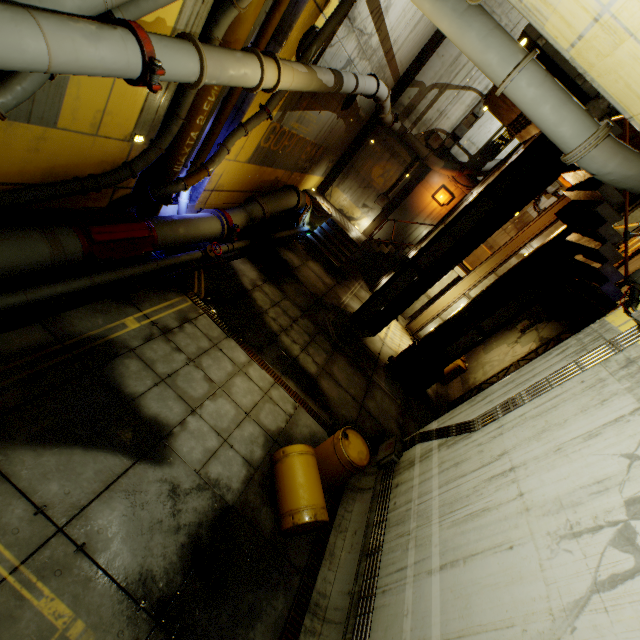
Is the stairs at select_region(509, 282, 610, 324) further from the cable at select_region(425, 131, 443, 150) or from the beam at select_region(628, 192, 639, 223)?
the cable at select_region(425, 131, 443, 150)

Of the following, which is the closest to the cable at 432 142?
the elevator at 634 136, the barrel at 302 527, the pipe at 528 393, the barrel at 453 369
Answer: the elevator at 634 136

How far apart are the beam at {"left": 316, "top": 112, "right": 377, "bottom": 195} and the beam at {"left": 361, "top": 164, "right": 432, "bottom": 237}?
2.8 meters

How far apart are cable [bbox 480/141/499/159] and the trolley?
9.55m

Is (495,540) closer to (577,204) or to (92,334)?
(92,334)

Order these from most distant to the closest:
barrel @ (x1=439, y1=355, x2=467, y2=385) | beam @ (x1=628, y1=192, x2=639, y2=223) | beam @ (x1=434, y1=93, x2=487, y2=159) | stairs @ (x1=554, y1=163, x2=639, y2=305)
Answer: beam @ (x1=434, y1=93, x2=487, y2=159) → barrel @ (x1=439, y1=355, x2=467, y2=385) → beam @ (x1=628, y1=192, x2=639, y2=223) → stairs @ (x1=554, y1=163, x2=639, y2=305)

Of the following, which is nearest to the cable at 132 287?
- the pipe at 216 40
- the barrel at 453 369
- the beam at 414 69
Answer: the pipe at 216 40

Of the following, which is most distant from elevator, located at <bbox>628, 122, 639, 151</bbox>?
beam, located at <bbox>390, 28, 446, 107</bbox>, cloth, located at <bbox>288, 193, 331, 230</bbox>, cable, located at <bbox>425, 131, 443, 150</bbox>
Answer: cloth, located at <bbox>288, 193, 331, 230</bbox>
